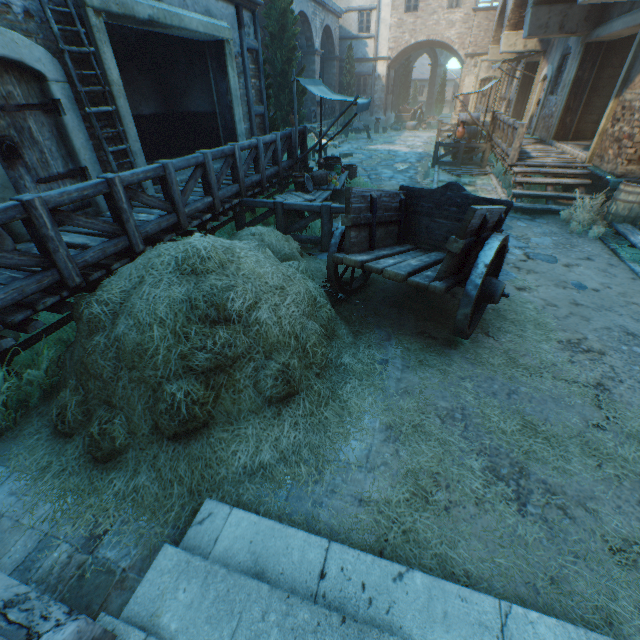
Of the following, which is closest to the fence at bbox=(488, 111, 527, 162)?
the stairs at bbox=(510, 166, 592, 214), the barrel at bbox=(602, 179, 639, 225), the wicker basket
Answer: the stairs at bbox=(510, 166, 592, 214)

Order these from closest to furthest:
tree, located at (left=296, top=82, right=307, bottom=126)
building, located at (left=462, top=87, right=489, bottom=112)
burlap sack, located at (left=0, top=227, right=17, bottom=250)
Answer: burlap sack, located at (left=0, top=227, right=17, bottom=250) → tree, located at (left=296, top=82, right=307, bottom=126) → building, located at (left=462, top=87, right=489, bottom=112)

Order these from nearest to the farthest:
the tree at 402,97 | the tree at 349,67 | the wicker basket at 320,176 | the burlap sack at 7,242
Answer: the burlap sack at 7,242 < the wicker basket at 320,176 < the tree at 349,67 < the tree at 402,97

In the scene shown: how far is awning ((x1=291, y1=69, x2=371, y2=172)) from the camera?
7.6 meters

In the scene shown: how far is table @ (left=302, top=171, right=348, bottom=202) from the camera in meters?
7.6

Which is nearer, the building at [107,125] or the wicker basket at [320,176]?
the building at [107,125]

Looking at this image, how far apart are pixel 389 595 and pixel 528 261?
6.3 meters

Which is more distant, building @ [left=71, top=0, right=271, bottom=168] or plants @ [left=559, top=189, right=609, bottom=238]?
plants @ [left=559, top=189, right=609, bottom=238]
